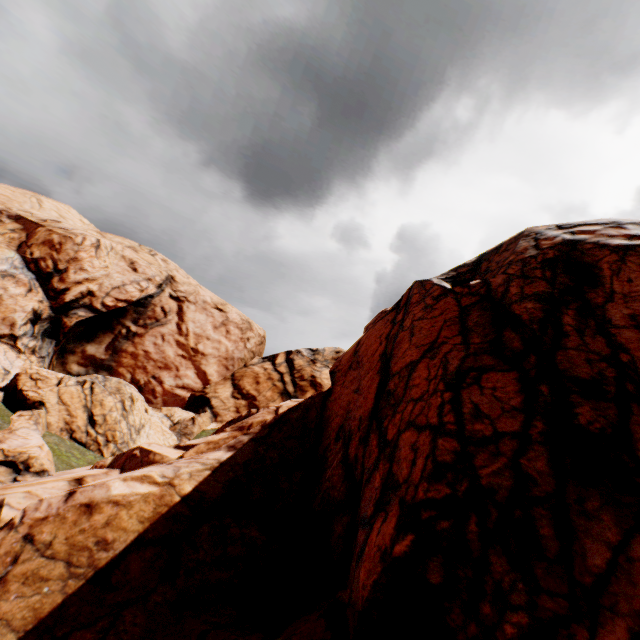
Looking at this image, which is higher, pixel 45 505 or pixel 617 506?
pixel 617 506
